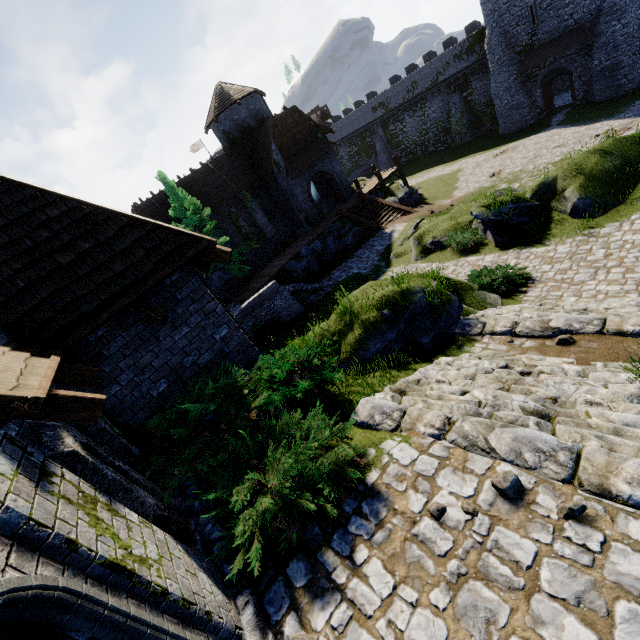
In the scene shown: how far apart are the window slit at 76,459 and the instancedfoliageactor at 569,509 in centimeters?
443cm

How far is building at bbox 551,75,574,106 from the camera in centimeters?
3469cm

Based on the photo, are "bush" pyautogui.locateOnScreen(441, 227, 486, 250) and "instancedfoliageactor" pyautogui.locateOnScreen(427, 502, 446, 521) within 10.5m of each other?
no

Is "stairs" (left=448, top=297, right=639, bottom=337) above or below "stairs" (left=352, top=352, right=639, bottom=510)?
below

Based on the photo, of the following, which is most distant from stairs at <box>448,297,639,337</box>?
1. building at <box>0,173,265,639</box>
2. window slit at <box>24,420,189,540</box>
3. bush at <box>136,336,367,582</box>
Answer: window slit at <box>24,420,189,540</box>

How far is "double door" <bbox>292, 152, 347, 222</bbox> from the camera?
28.1 meters

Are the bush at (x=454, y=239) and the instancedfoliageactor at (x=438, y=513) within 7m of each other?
no

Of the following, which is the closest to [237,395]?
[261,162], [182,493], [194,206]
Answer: [182,493]
